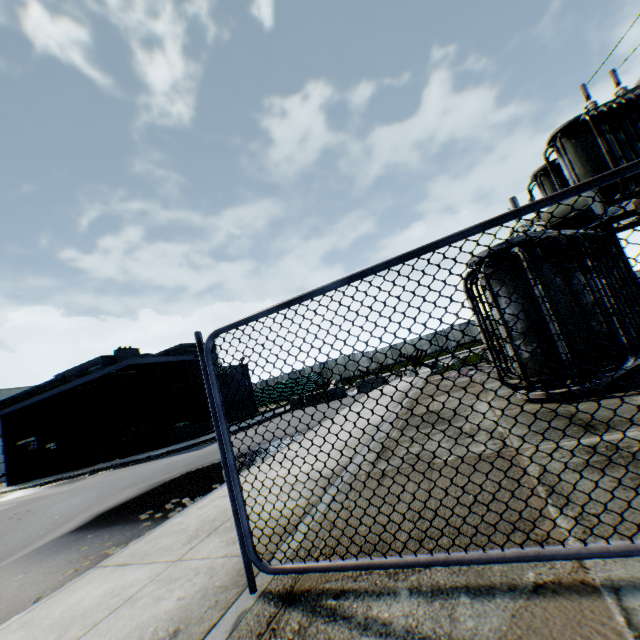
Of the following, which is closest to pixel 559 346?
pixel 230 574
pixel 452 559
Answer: pixel 452 559

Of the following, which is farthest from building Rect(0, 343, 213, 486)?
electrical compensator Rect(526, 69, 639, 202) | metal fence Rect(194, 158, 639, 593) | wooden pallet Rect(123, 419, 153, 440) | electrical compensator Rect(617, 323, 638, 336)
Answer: electrical compensator Rect(526, 69, 639, 202)

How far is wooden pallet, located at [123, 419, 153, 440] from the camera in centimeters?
2211cm

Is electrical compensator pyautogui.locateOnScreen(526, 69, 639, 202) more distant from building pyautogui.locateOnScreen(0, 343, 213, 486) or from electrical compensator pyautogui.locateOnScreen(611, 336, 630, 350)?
building pyautogui.locateOnScreen(0, 343, 213, 486)

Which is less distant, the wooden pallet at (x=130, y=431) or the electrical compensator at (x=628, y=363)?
the electrical compensator at (x=628, y=363)

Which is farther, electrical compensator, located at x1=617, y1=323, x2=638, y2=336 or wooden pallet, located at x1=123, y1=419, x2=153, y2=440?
wooden pallet, located at x1=123, y1=419, x2=153, y2=440

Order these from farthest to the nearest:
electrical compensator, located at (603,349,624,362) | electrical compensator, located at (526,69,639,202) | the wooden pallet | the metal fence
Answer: the wooden pallet, electrical compensator, located at (526,69,639,202), electrical compensator, located at (603,349,624,362), the metal fence

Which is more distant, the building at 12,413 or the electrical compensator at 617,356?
the building at 12,413
